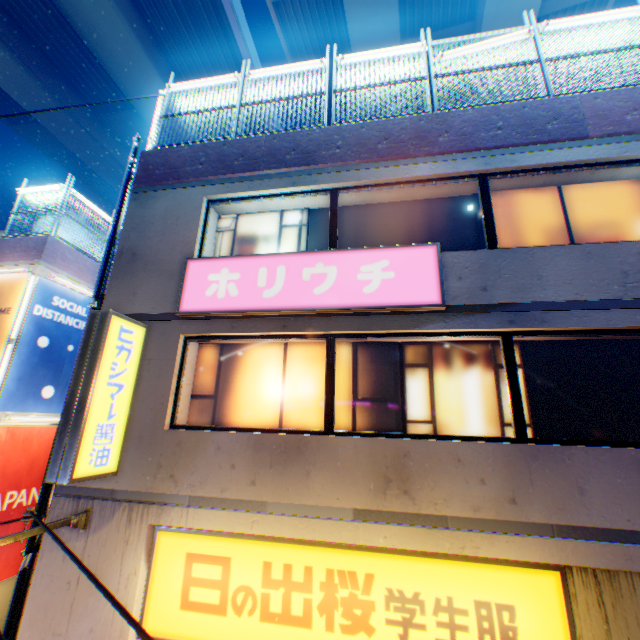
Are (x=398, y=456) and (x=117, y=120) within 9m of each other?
no

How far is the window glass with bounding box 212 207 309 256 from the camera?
6.8 meters

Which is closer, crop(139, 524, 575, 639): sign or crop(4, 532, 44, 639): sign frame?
crop(139, 524, 575, 639): sign

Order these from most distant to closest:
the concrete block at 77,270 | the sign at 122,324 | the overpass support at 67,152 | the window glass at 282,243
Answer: the overpass support at 67,152 < the concrete block at 77,270 < the window glass at 282,243 < the sign at 122,324

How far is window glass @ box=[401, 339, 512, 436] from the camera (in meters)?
5.10

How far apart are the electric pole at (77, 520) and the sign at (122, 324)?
0.3m

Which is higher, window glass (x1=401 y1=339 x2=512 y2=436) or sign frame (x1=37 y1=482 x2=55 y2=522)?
window glass (x1=401 y1=339 x2=512 y2=436)

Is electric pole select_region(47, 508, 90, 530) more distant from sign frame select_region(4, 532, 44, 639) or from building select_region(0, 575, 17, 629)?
building select_region(0, 575, 17, 629)
